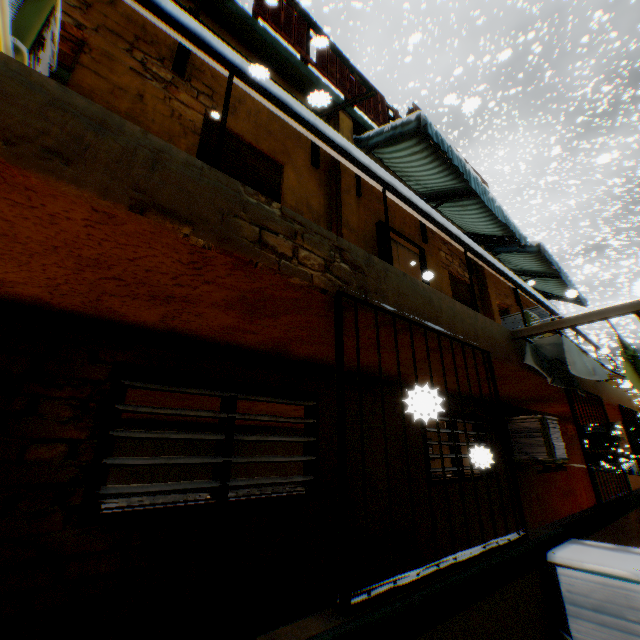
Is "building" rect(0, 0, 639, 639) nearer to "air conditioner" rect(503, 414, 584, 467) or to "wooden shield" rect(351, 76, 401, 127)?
"air conditioner" rect(503, 414, 584, 467)

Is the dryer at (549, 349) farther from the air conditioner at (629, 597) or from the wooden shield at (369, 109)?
the wooden shield at (369, 109)

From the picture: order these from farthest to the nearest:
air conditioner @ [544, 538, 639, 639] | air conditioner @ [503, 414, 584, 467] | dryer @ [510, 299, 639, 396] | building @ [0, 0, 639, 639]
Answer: air conditioner @ [503, 414, 584, 467] < dryer @ [510, 299, 639, 396] < air conditioner @ [544, 538, 639, 639] < building @ [0, 0, 639, 639]

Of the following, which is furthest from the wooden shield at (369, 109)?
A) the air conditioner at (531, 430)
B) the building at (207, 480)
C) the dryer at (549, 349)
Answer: the air conditioner at (531, 430)

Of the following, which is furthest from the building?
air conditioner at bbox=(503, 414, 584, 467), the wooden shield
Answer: the wooden shield

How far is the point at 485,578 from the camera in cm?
217

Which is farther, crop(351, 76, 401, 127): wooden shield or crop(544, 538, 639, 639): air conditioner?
crop(351, 76, 401, 127): wooden shield
